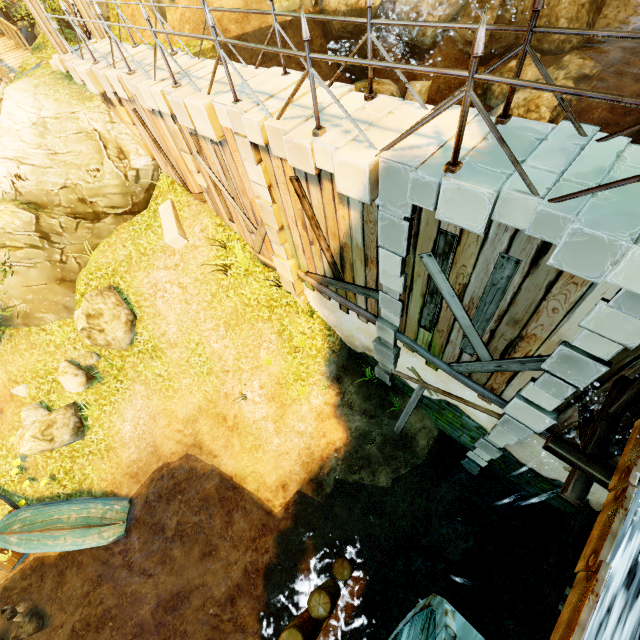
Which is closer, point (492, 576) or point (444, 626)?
point (444, 626)

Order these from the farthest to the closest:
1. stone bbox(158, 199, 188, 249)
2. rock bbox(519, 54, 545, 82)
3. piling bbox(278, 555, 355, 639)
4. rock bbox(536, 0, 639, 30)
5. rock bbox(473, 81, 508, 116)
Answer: rock bbox(473, 81, 508, 116) → rock bbox(536, 0, 639, 30) → rock bbox(519, 54, 545, 82) → stone bbox(158, 199, 188, 249) → piling bbox(278, 555, 355, 639)

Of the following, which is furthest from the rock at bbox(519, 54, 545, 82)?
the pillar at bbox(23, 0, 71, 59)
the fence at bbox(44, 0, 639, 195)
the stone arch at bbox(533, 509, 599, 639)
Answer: the pillar at bbox(23, 0, 71, 59)

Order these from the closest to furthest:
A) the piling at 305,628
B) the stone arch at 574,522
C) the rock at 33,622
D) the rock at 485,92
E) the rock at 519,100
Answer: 1. the piling at 305,628
2. the stone arch at 574,522
3. the rock at 33,622
4. the rock at 519,100
5. the rock at 485,92

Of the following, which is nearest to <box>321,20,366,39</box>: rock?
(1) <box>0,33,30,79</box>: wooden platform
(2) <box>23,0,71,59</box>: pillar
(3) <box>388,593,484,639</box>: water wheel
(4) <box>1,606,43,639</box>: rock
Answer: (2) <box>23,0,71,59</box>: pillar

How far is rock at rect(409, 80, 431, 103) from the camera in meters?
16.3

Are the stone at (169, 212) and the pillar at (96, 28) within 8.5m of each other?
yes
